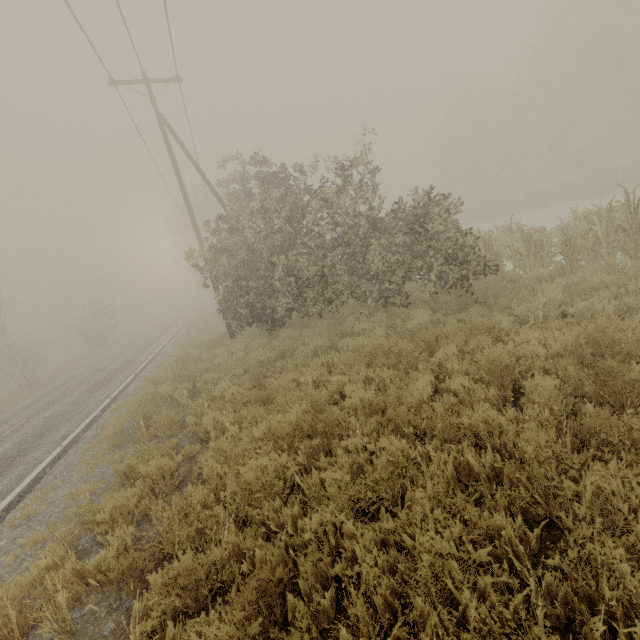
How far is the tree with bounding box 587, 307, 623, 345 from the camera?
4.44m

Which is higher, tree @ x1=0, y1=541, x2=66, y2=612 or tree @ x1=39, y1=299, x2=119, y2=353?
tree @ x1=39, y1=299, x2=119, y2=353

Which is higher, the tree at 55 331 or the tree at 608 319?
the tree at 55 331

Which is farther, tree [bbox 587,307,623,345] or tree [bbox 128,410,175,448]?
tree [bbox 128,410,175,448]

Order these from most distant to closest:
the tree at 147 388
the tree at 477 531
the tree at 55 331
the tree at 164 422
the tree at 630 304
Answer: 1. the tree at 55 331
2. the tree at 147 388
3. the tree at 164 422
4. the tree at 630 304
5. the tree at 477 531

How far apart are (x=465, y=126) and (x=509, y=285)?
42.64m

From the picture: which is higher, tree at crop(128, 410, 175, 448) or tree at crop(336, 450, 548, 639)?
tree at crop(128, 410, 175, 448)
